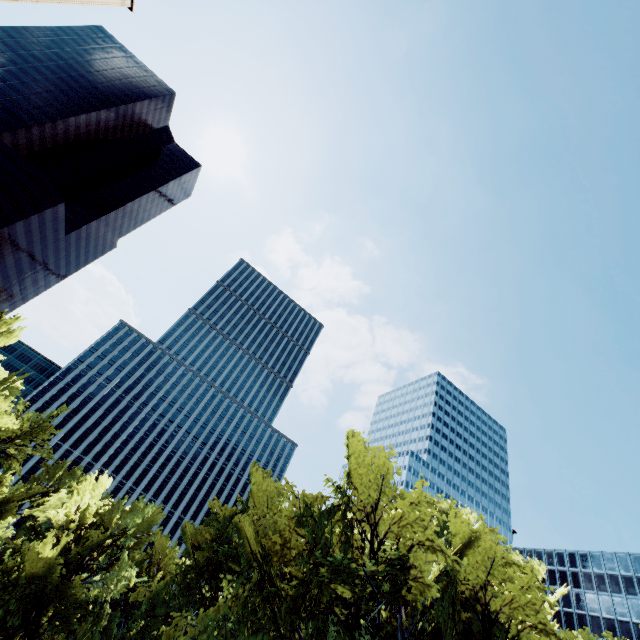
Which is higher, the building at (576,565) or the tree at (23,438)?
the building at (576,565)

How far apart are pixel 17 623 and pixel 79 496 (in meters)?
7.61

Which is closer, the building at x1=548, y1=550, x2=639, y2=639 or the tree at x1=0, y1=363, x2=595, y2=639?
the tree at x1=0, y1=363, x2=595, y2=639

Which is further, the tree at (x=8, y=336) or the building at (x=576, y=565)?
the building at (x=576, y=565)

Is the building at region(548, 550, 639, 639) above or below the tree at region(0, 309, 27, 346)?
above

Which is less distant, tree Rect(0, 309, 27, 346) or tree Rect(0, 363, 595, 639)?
tree Rect(0, 363, 595, 639)

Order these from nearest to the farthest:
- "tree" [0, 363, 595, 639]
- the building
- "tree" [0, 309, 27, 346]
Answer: "tree" [0, 363, 595, 639] → "tree" [0, 309, 27, 346] → the building
